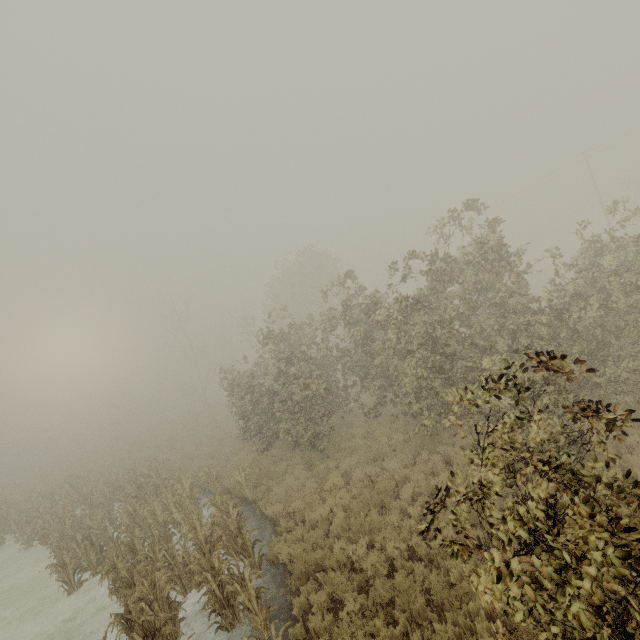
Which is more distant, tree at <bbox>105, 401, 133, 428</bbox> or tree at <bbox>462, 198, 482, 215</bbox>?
tree at <bbox>105, 401, 133, 428</bbox>

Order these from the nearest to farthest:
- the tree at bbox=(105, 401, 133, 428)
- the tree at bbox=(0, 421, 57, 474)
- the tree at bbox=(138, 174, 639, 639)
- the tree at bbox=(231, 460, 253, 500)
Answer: the tree at bbox=(138, 174, 639, 639) < the tree at bbox=(231, 460, 253, 500) < the tree at bbox=(0, 421, 57, 474) < the tree at bbox=(105, 401, 133, 428)

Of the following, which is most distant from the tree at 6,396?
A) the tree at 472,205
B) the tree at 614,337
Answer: the tree at 472,205

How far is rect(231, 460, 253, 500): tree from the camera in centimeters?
1259cm

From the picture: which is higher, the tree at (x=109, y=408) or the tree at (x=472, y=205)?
the tree at (x=472, y=205)

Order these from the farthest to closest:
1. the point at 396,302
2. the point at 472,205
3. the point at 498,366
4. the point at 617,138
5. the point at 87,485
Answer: the point at 617,138 < the point at 87,485 < the point at 472,205 < the point at 396,302 < the point at 498,366

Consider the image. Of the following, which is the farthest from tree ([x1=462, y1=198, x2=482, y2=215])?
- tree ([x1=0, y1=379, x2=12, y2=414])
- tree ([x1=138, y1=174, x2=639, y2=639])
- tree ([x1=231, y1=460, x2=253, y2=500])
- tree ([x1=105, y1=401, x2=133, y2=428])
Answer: tree ([x1=0, y1=379, x2=12, y2=414])

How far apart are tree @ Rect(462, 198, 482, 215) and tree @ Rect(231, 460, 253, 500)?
12.7 meters
